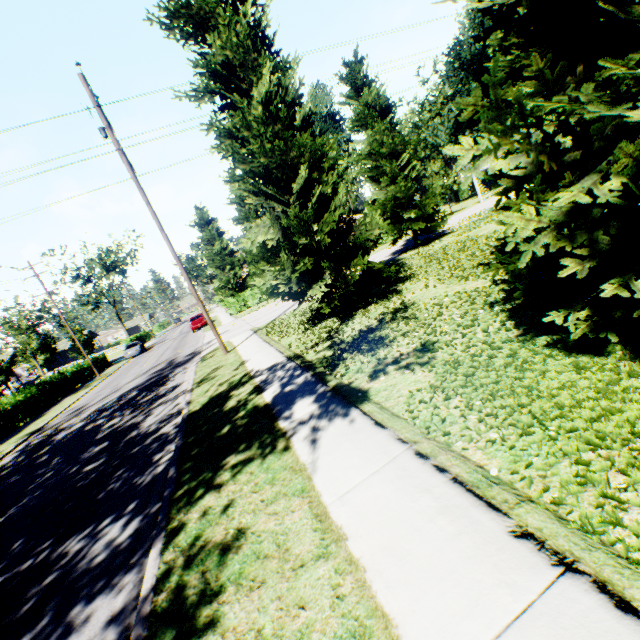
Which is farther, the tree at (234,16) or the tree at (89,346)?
the tree at (89,346)

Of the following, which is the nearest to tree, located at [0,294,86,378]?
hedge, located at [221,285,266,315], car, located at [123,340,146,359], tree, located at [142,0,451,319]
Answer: car, located at [123,340,146,359]

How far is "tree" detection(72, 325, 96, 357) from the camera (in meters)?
41.38

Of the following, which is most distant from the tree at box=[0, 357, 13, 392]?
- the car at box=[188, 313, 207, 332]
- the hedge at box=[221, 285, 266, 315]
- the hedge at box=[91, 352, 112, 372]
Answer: the hedge at box=[221, 285, 266, 315]

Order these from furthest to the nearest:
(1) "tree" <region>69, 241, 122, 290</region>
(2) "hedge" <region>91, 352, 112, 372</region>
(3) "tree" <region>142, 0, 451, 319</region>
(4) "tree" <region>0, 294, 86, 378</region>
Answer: (1) "tree" <region>69, 241, 122, 290</region> → (2) "hedge" <region>91, 352, 112, 372</region> → (4) "tree" <region>0, 294, 86, 378</region> → (3) "tree" <region>142, 0, 451, 319</region>

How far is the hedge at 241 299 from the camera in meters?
33.5

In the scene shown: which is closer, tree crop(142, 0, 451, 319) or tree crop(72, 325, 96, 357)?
tree crop(142, 0, 451, 319)

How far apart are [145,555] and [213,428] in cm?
280
